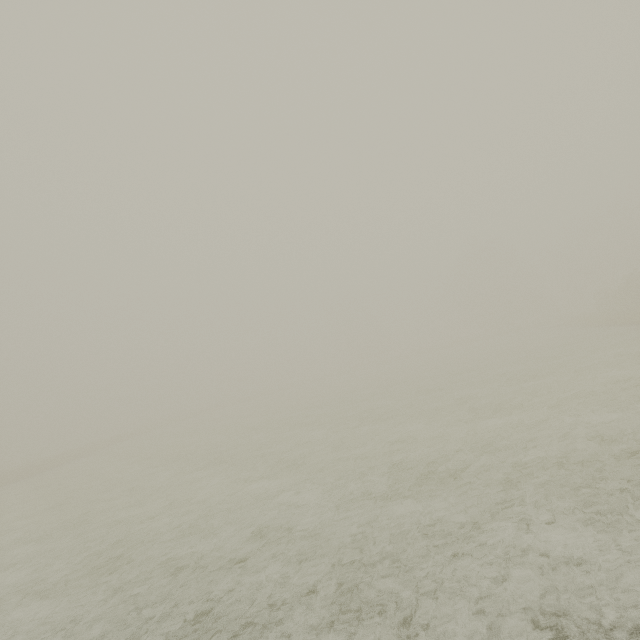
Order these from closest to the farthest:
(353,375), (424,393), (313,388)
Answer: (424,393) → (313,388) → (353,375)
